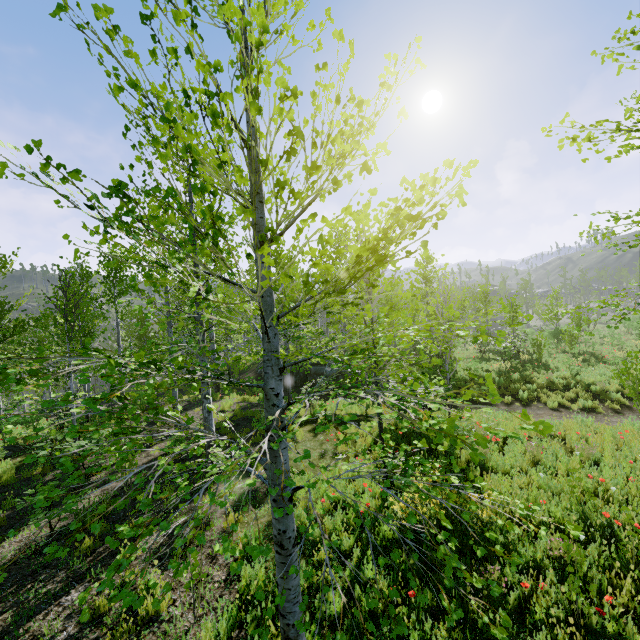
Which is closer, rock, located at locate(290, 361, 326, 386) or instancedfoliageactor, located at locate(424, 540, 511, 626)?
instancedfoliageactor, located at locate(424, 540, 511, 626)

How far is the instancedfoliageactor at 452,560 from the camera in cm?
208

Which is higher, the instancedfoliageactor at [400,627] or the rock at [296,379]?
the instancedfoliageactor at [400,627]

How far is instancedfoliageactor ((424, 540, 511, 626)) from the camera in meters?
2.1

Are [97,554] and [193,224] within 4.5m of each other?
no

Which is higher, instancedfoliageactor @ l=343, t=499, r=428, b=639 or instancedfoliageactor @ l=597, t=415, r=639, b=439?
instancedfoliageactor @ l=343, t=499, r=428, b=639
